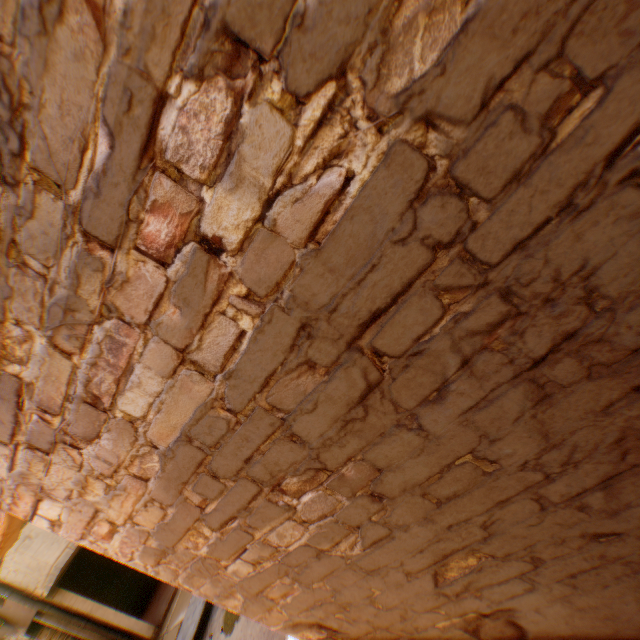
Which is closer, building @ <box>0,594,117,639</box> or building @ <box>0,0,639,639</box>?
building @ <box>0,0,639,639</box>

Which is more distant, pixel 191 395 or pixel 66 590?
pixel 66 590

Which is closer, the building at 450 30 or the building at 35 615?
the building at 450 30
